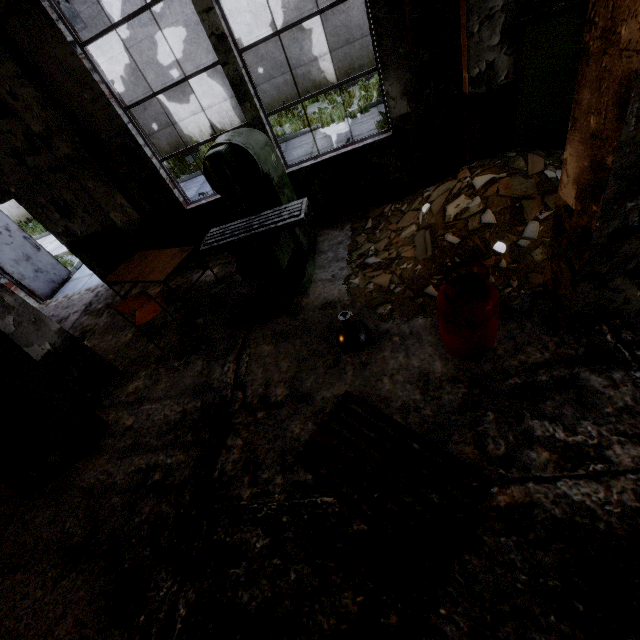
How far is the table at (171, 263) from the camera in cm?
477

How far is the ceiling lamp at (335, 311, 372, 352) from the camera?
3.44m

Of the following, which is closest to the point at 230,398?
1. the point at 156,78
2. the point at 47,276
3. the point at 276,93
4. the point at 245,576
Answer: the point at 245,576

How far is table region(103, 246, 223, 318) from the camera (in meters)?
4.77

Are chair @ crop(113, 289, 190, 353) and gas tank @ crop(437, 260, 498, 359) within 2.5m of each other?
no

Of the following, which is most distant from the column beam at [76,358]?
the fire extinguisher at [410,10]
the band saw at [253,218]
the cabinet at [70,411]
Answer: the fire extinguisher at [410,10]

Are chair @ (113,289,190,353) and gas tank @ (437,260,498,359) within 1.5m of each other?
no

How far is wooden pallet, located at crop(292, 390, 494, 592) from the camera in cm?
211
